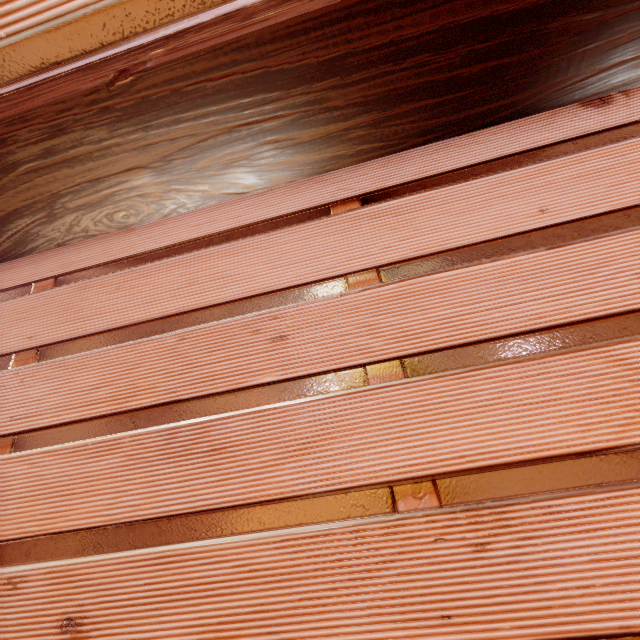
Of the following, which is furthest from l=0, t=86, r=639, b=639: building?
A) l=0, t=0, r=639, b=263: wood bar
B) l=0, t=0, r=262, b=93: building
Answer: l=0, t=0, r=262, b=93: building

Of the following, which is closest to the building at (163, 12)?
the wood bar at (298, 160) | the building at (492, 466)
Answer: the wood bar at (298, 160)

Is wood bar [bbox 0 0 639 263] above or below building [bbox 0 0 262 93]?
below

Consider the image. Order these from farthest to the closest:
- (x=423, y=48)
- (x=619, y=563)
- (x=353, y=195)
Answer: (x=353, y=195) → (x=423, y=48) → (x=619, y=563)

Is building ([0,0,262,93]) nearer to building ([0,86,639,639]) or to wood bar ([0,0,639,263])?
wood bar ([0,0,639,263])
